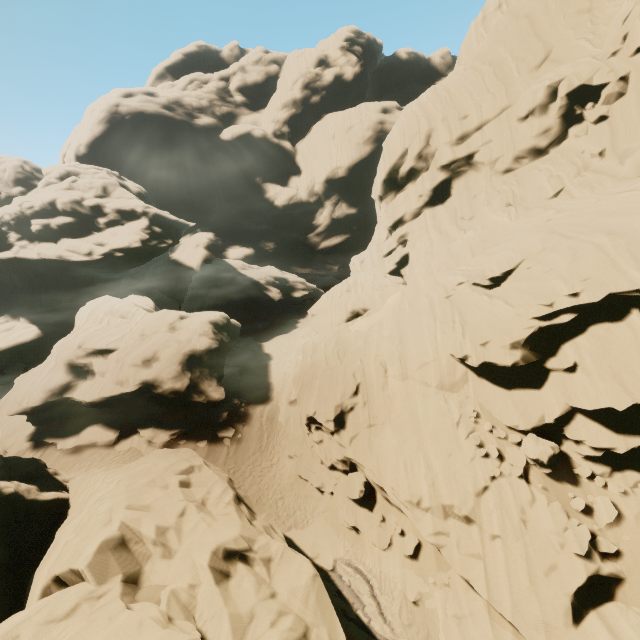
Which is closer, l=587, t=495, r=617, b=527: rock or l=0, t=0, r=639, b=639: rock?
l=0, t=0, r=639, b=639: rock

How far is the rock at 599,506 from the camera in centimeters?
1166cm

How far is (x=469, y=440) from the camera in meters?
14.7 m

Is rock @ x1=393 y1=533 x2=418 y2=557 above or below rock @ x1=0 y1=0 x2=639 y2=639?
below

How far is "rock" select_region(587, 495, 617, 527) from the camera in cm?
1166
